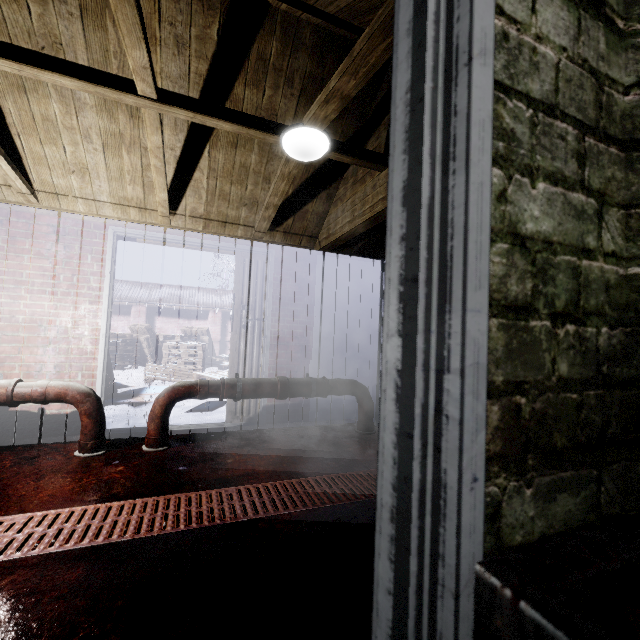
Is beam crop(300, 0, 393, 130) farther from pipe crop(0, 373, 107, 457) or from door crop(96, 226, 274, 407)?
pipe crop(0, 373, 107, 457)

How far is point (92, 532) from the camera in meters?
1.6

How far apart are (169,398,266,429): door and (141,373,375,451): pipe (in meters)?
0.37

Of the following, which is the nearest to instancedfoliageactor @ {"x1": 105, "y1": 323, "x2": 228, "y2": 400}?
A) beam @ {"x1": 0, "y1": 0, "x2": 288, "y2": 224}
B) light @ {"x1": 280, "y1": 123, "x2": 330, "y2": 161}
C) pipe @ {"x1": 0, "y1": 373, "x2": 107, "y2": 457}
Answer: pipe @ {"x1": 0, "y1": 373, "x2": 107, "y2": 457}

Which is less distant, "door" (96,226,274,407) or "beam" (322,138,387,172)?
"beam" (322,138,387,172)

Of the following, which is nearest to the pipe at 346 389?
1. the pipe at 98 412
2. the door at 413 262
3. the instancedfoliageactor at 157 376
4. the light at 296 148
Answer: the pipe at 98 412

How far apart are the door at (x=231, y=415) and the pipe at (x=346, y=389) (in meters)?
0.37

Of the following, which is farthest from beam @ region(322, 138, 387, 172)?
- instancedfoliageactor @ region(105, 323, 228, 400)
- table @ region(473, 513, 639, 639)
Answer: instancedfoliageactor @ region(105, 323, 228, 400)
